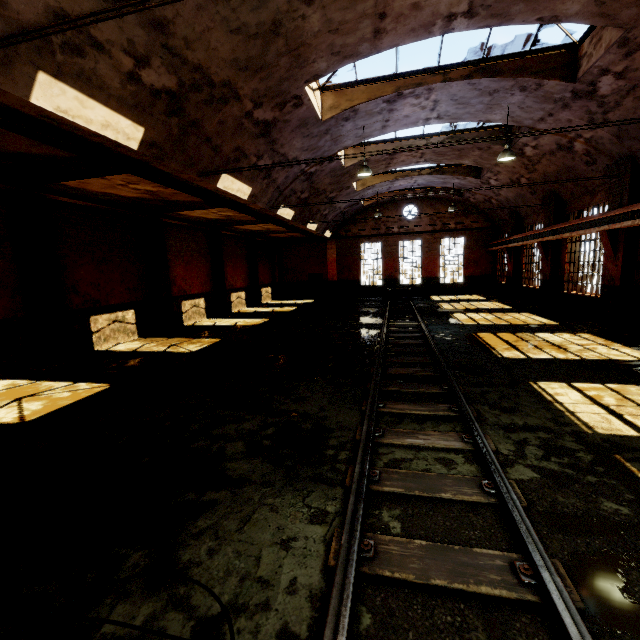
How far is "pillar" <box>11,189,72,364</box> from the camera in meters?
9.0 m

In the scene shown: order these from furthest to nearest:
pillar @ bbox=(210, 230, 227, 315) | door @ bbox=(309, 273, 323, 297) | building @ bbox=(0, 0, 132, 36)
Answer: door @ bbox=(309, 273, 323, 297)
pillar @ bbox=(210, 230, 227, 315)
building @ bbox=(0, 0, 132, 36)

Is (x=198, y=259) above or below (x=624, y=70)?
below

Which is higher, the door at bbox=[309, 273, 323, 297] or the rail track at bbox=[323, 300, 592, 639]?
the door at bbox=[309, 273, 323, 297]

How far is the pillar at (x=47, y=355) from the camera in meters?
9.0

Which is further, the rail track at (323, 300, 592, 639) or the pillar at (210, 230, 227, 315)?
the pillar at (210, 230, 227, 315)

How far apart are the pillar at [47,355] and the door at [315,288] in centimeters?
1989cm

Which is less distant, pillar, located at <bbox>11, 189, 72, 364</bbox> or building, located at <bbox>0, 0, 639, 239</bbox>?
building, located at <bbox>0, 0, 639, 239</bbox>
